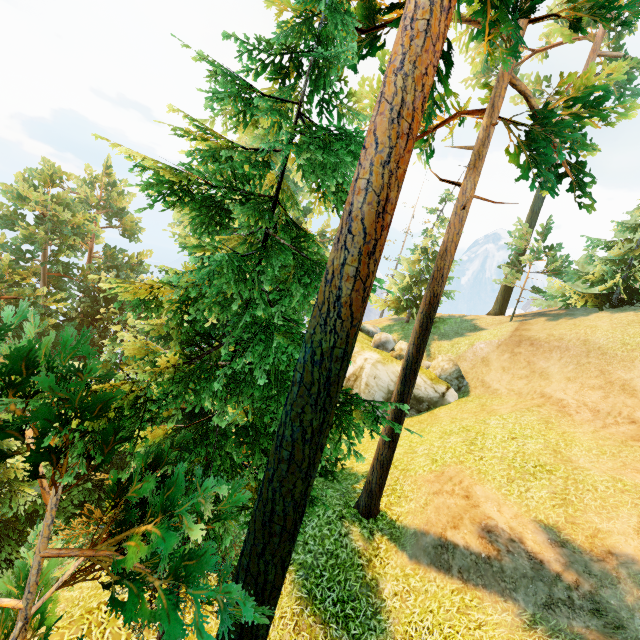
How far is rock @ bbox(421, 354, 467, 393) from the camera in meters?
20.2 m

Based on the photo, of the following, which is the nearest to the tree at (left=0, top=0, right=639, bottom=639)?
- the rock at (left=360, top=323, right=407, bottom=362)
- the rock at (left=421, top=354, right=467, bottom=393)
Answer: the rock at (left=360, top=323, right=407, bottom=362)

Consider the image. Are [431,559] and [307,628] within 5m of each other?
yes

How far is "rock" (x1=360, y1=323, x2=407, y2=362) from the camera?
21.1m

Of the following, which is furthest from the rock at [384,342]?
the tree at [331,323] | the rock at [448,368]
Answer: the tree at [331,323]

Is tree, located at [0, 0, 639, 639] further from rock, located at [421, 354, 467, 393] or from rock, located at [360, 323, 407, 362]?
rock, located at [421, 354, 467, 393]
